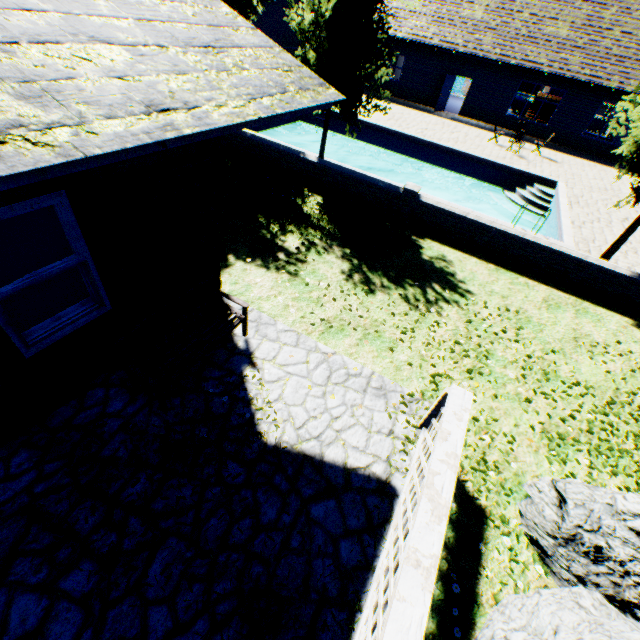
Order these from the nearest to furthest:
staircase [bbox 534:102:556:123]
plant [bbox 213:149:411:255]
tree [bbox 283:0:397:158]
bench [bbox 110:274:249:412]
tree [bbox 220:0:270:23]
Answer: bench [bbox 110:274:249:412] → tree [bbox 283:0:397:158] → plant [bbox 213:149:411:255] → tree [bbox 220:0:270:23] → staircase [bbox 534:102:556:123]

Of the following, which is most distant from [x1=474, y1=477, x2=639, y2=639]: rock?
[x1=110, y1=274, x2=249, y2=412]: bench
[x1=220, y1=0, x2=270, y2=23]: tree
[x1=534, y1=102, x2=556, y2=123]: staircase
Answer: [x1=534, y1=102, x2=556, y2=123]: staircase

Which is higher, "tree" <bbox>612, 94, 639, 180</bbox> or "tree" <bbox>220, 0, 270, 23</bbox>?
"tree" <bbox>220, 0, 270, 23</bbox>

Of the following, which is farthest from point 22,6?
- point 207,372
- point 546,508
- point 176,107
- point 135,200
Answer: point 546,508

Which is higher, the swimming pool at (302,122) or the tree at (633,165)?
the tree at (633,165)

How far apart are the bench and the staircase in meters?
31.7

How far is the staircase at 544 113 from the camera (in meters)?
25.97

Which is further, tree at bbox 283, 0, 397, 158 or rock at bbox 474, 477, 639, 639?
tree at bbox 283, 0, 397, 158
